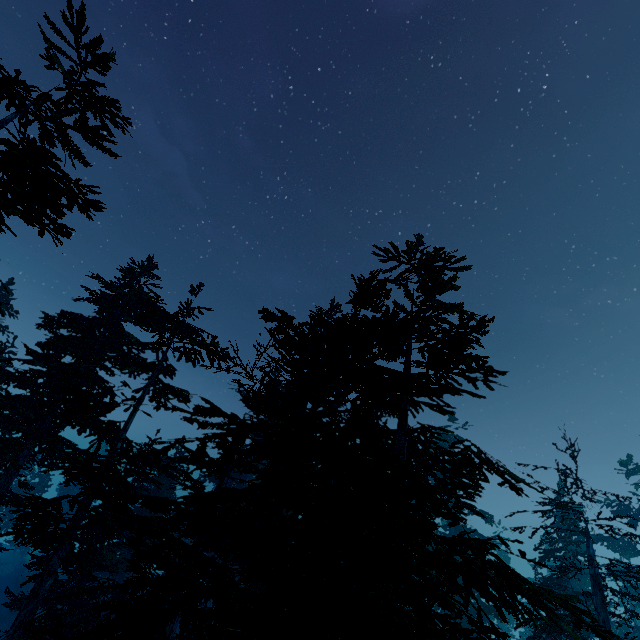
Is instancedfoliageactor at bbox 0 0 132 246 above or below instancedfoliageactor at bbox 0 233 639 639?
above

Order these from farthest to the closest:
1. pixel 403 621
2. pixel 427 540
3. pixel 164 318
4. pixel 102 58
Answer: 1. pixel 164 318
2. pixel 102 58
3. pixel 403 621
4. pixel 427 540

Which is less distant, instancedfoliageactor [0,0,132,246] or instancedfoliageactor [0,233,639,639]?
instancedfoliageactor [0,233,639,639]

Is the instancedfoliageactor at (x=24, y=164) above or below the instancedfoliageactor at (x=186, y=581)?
above

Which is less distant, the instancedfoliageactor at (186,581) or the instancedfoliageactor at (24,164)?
the instancedfoliageactor at (186,581)
